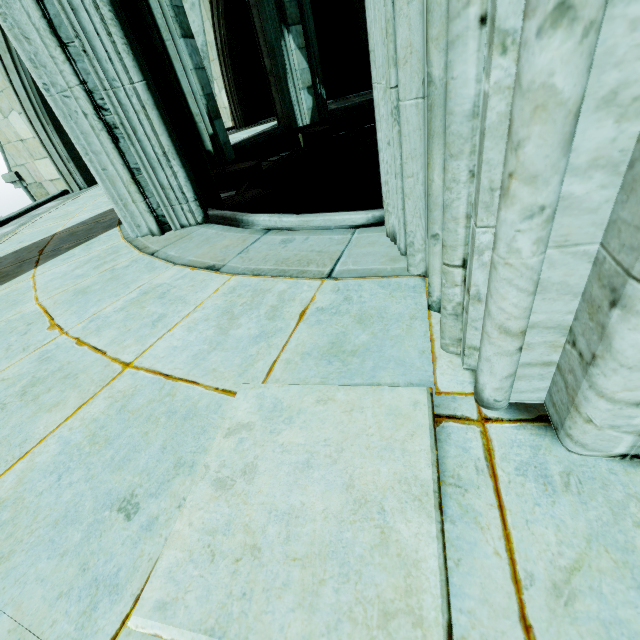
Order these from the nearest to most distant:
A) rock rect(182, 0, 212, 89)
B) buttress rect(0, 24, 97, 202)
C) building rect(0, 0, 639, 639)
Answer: building rect(0, 0, 639, 639) → buttress rect(0, 24, 97, 202) → rock rect(182, 0, 212, 89)

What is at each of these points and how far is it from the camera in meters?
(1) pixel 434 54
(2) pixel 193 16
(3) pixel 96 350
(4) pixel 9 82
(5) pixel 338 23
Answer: (1) stone column, 1.0
(2) rock, 9.5
(3) building, 2.0
(4) buttress, 6.1
(5) rock, 10.6

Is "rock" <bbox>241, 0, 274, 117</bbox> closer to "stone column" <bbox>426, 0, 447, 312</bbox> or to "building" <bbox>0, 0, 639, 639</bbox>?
"building" <bbox>0, 0, 639, 639</bbox>

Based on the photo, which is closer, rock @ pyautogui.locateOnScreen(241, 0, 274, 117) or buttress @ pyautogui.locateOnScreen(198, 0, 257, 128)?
buttress @ pyautogui.locateOnScreen(198, 0, 257, 128)

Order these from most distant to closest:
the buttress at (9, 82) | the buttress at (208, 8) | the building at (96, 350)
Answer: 1. the buttress at (208, 8)
2. the buttress at (9, 82)
3. the building at (96, 350)

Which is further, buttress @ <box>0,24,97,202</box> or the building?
buttress @ <box>0,24,97,202</box>

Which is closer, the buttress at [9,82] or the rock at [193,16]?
the buttress at [9,82]

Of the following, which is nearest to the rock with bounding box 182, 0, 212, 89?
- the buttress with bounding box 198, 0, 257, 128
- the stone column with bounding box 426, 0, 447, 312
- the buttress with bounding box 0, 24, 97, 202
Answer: the buttress with bounding box 198, 0, 257, 128
